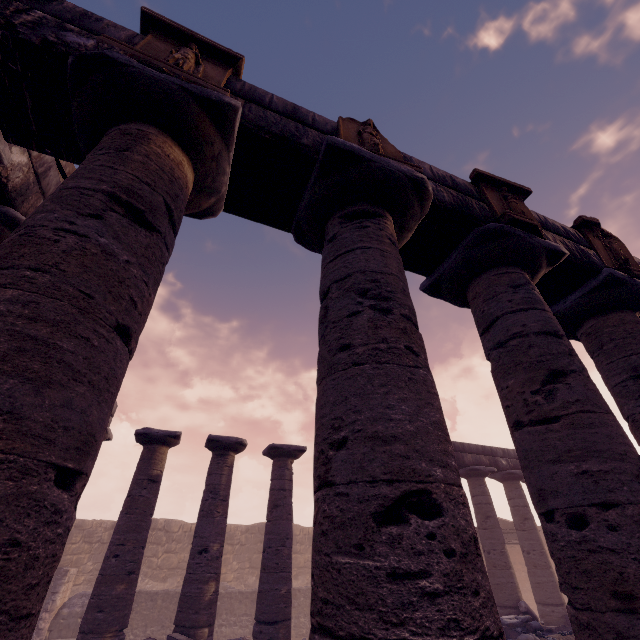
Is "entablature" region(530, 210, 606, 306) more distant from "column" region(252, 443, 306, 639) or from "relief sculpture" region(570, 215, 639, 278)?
"column" region(252, 443, 306, 639)

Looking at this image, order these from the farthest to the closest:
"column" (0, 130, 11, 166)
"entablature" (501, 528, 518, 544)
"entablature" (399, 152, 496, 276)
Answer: "entablature" (501, 528, 518, 544) < "entablature" (399, 152, 496, 276) < "column" (0, 130, 11, 166)

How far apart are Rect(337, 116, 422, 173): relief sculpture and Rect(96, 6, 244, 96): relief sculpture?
1.2 meters

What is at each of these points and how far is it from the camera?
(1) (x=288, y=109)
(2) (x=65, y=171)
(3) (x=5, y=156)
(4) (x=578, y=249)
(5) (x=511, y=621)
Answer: (1) entablature, 3.74m
(2) pediment, 5.46m
(3) column, 3.31m
(4) entablature, 4.88m
(5) debris pile, 10.55m

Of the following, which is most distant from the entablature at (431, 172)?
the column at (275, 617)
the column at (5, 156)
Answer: the column at (275, 617)

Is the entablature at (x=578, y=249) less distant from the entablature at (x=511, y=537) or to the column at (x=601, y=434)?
the column at (x=601, y=434)

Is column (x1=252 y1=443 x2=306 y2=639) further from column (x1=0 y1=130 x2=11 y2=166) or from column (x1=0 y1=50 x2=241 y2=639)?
column (x1=0 y1=130 x2=11 y2=166)

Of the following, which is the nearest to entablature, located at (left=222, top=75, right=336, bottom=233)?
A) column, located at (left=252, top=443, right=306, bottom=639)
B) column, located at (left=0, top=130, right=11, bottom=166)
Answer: column, located at (left=0, top=130, right=11, bottom=166)
